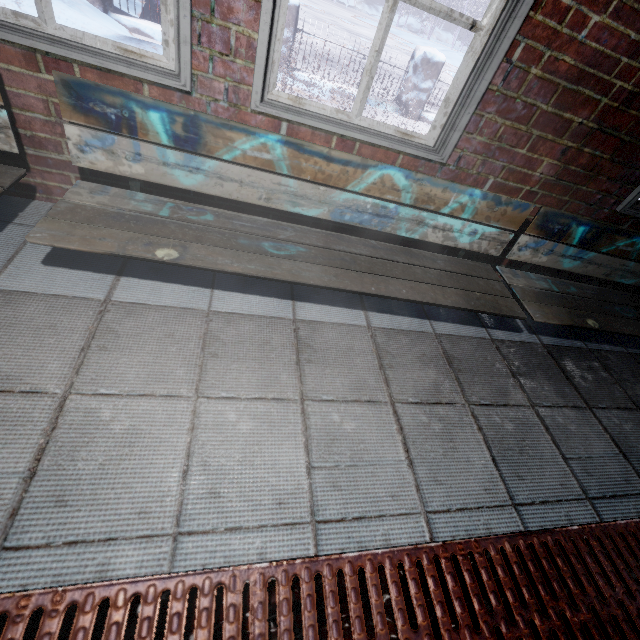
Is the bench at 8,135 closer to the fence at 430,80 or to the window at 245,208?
the window at 245,208

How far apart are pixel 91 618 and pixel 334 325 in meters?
Answer: 1.1

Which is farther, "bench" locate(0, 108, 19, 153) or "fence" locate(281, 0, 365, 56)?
"fence" locate(281, 0, 365, 56)

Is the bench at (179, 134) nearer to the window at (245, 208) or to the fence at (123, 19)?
the window at (245, 208)

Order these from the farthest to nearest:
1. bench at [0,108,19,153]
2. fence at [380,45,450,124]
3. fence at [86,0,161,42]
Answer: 1. fence at [380,45,450,124]
2. fence at [86,0,161,42]
3. bench at [0,108,19,153]

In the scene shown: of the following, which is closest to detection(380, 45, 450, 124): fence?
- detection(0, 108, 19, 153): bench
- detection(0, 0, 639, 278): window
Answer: detection(0, 0, 639, 278): window

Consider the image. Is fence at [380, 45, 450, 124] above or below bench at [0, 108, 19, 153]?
above

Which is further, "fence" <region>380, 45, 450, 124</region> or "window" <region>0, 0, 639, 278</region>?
"fence" <region>380, 45, 450, 124</region>
